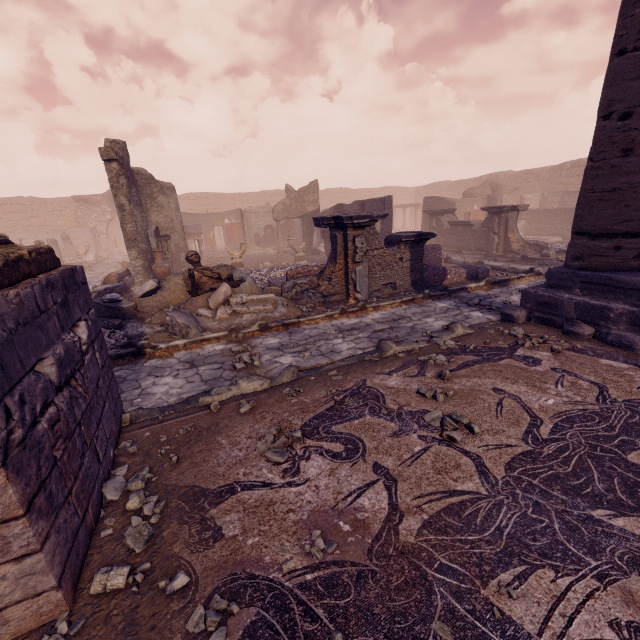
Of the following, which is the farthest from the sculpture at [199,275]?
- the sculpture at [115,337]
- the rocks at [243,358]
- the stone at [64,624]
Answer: the stone at [64,624]

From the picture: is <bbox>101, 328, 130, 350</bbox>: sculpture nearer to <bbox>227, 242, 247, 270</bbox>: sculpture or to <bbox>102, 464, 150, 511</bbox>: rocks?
<bbox>102, 464, 150, 511</bbox>: rocks

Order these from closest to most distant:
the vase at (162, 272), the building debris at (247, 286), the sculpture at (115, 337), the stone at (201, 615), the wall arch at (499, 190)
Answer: the stone at (201, 615)
the sculpture at (115, 337)
the building debris at (247, 286)
the vase at (162, 272)
the wall arch at (499, 190)

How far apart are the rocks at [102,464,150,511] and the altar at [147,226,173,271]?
11.8 meters

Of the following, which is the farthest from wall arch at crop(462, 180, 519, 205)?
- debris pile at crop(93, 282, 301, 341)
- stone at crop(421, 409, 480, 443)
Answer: stone at crop(421, 409, 480, 443)

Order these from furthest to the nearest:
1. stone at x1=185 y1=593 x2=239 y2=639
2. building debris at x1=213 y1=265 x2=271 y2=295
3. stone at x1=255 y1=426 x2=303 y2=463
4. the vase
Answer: the vase
building debris at x1=213 y1=265 x2=271 y2=295
stone at x1=255 y1=426 x2=303 y2=463
stone at x1=185 y1=593 x2=239 y2=639

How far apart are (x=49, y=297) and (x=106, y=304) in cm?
542

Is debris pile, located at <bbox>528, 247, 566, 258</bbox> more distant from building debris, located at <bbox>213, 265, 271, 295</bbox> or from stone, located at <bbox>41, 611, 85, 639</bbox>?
stone, located at <bbox>41, 611, 85, 639</bbox>
